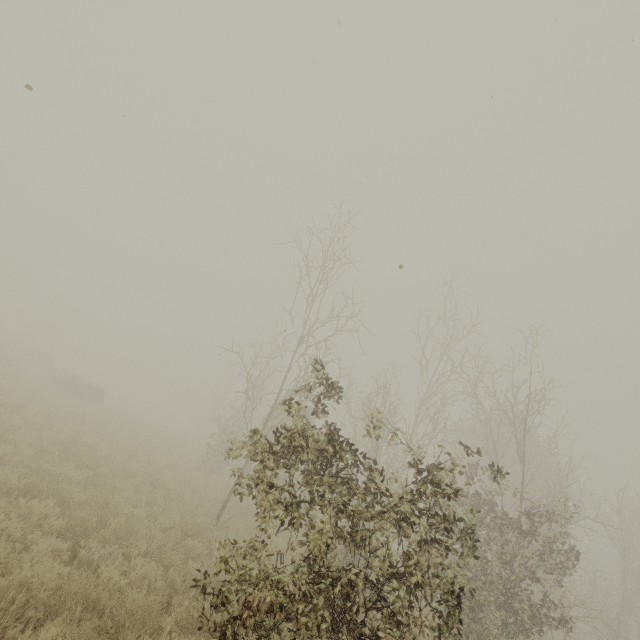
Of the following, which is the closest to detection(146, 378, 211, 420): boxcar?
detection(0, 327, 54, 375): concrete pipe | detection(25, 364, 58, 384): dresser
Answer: detection(0, 327, 54, 375): concrete pipe

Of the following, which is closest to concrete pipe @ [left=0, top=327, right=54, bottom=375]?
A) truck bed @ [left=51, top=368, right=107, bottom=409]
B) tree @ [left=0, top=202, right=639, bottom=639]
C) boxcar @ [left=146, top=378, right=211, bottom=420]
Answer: truck bed @ [left=51, top=368, right=107, bottom=409]

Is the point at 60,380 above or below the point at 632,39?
below

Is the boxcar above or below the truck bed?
above

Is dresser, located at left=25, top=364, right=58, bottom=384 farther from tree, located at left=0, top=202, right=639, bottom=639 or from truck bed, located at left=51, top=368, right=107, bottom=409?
tree, located at left=0, top=202, right=639, bottom=639

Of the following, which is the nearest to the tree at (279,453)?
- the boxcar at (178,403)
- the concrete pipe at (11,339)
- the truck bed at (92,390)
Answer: the truck bed at (92,390)

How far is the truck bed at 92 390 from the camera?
22.7m

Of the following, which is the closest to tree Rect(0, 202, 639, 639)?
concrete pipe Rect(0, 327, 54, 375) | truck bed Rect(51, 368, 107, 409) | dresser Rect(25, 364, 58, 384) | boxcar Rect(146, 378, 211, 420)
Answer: truck bed Rect(51, 368, 107, 409)
